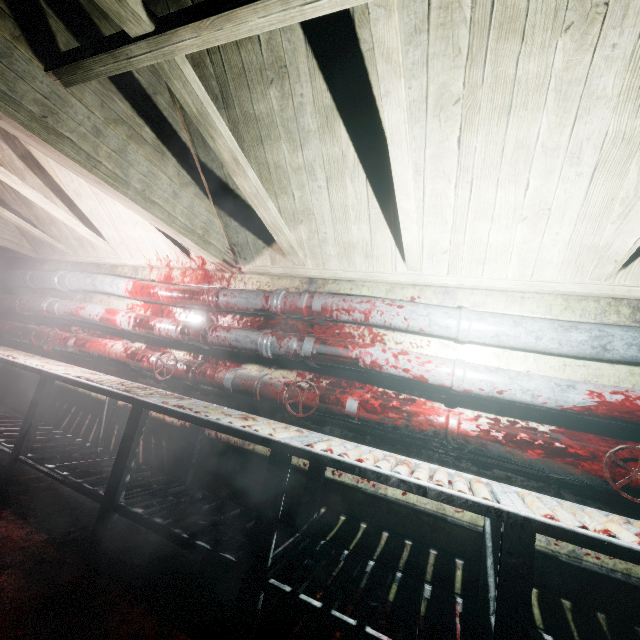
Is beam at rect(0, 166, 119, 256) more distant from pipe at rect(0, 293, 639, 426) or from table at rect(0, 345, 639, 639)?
table at rect(0, 345, 639, 639)

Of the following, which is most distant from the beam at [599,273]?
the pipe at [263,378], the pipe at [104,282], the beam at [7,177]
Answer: the beam at [7,177]

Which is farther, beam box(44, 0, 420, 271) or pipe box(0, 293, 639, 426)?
pipe box(0, 293, 639, 426)

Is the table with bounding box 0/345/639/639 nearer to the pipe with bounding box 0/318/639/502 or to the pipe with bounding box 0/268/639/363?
the pipe with bounding box 0/318/639/502

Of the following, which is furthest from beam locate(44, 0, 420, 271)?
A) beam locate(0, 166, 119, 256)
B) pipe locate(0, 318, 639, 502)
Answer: beam locate(0, 166, 119, 256)

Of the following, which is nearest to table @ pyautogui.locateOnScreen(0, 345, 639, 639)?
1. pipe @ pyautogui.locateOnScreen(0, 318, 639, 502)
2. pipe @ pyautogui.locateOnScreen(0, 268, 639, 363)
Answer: pipe @ pyautogui.locateOnScreen(0, 318, 639, 502)

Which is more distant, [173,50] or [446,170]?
[446,170]

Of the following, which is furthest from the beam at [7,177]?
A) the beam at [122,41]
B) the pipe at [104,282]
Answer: the beam at [122,41]
